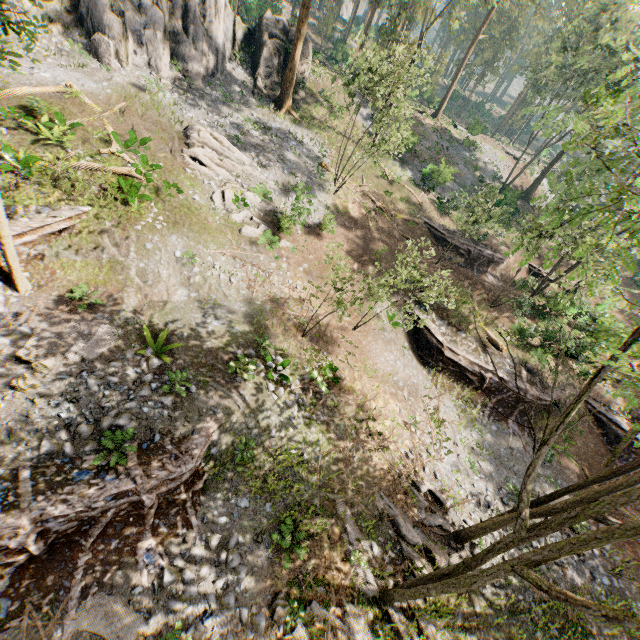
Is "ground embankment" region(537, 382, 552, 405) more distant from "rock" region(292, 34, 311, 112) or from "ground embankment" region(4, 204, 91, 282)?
"rock" region(292, 34, 311, 112)

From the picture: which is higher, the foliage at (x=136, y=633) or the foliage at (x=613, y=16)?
the foliage at (x=613, y=16)

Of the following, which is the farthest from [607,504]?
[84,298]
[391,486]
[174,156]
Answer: [174,156]

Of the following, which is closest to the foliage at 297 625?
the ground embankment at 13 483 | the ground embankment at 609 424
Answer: the ground embankment at 609 424

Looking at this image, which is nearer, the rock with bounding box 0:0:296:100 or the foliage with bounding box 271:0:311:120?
the rock with bounding box 0:0:296:100

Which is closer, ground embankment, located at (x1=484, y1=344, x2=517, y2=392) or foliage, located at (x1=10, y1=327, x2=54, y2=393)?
foliage, located at (x1=10, y1=327, x2=54, y2=393)

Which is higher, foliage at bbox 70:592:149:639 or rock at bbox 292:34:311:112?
rock at bbox 292:34:311:112

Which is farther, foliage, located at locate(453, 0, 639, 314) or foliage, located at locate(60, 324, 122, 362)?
foliage, located at locate(60, 324, 122, 362)
